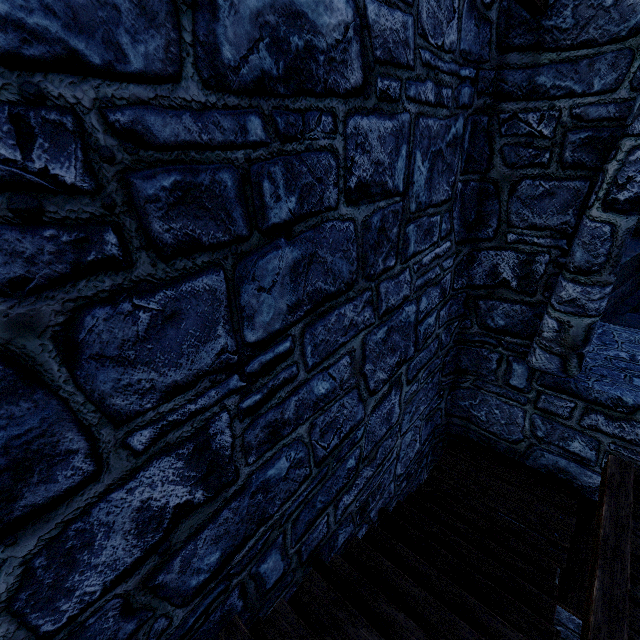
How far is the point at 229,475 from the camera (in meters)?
2.06
